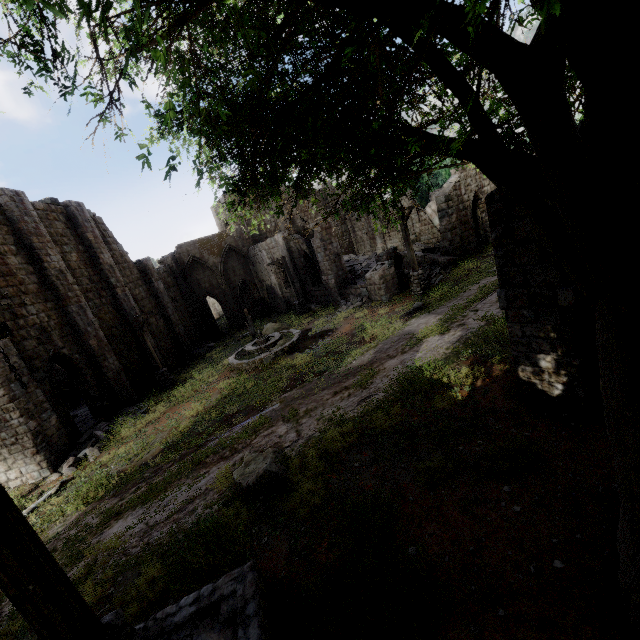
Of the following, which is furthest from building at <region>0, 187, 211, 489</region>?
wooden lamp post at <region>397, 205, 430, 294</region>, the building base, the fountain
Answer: the fountain

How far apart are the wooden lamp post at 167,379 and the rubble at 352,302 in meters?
9.9

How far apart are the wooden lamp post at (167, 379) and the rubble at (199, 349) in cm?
644

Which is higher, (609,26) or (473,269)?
(609,26)

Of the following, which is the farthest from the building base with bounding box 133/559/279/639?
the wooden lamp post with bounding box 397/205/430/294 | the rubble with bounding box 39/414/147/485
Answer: the wooden lamp post with bounding box 397/205/430/294

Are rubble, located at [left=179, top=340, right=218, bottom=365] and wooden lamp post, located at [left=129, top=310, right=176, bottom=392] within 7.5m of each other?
yes

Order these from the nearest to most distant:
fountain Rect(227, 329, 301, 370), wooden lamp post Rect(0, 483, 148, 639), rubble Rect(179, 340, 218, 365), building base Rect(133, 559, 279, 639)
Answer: wooden lamp post Rect(0, 483, 148, 639) → building base Rect(133, 559, 279, 639) → fountain Rect(227, 329, 301, 370) → rubble Rect(179, 340, 218, 365)

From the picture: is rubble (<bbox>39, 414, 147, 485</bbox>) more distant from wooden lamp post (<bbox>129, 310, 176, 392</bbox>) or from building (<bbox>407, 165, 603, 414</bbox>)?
wooden lamp post (<bbox>129, 310, 176, 392</bbox>)
